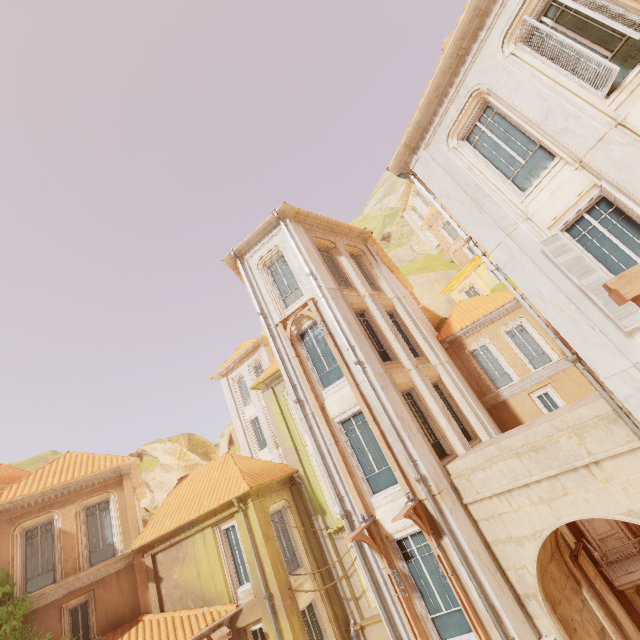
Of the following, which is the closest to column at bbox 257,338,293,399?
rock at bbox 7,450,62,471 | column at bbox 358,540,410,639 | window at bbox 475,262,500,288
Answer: column at bbox 358,540,410,639

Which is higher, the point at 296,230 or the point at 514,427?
the point at 296,230

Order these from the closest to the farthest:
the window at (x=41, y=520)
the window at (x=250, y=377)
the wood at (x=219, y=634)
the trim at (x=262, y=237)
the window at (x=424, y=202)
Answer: the wood at (x=219, y=634)
the window at (x=41, y=520)
the trim at (x=262, y=237)
the window at (x=250, y=377)
the window at (x=424, y=202)

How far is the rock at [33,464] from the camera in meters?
42.5

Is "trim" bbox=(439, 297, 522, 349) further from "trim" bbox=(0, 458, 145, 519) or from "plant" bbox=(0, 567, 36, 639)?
"plant" bbox=(0, 567, 36, 639)

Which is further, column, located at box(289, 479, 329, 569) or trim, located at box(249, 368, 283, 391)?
trim, located at box(249, 368, 283, 391)

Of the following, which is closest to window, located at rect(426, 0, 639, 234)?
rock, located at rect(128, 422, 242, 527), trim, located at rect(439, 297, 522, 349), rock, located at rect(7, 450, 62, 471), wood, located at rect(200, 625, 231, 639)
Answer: trim, located at rect(439, 297, 522, 349)

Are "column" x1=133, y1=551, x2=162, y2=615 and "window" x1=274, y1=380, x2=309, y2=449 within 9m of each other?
yes
